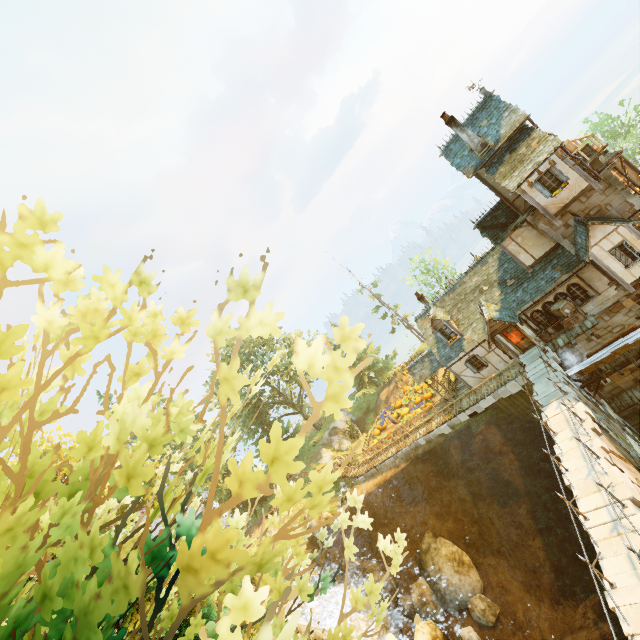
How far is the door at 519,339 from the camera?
Answer: 22.1 meters

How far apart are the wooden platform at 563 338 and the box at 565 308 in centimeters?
34cm

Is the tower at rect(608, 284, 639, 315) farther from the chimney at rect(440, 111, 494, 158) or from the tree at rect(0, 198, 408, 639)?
the tree at rect(0, 198, 408, 639)

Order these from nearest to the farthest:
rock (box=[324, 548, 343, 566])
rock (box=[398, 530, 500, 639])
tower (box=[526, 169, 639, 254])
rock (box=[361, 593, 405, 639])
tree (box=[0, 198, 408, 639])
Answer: tree (box=[0, 198, 408, 639]) → rock (box=[361, 593, 405, 639]) → tower (box=[526, 169, 639, 254]) → rock (box=[398, 530, 500, 639]) → rock (box=[324, 548, 343, 566])

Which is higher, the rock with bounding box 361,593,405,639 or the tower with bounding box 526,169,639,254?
the tower with bounding box 526,169,639,254

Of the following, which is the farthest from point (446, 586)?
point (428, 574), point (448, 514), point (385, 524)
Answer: point (385, 524)

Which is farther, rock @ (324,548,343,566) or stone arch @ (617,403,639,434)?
rock @ (324,548,343,566)

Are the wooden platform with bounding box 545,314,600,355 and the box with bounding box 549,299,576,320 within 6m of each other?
yes
